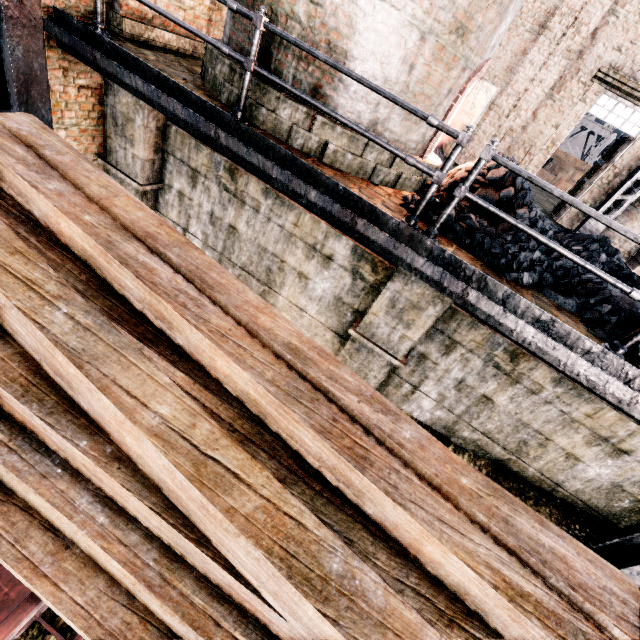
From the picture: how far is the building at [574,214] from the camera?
12.3m

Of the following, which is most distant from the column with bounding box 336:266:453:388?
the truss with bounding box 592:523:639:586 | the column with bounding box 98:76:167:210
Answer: the column with bounding box 98:76:167:210

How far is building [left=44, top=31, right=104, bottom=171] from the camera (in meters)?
5.14

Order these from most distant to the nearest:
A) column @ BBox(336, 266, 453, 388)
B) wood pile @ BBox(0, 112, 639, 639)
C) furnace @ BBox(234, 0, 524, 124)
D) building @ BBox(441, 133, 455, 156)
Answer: building @ BBox(441, 133, 455, 156) → column @ BBox(336, 266, 453, 388) → furnace @ BBox(234, 0, 524, 124) → wood pile @ BBox(0, 112, 639, 639)

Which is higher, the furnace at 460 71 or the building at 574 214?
the furnace at 460 71

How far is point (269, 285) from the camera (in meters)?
6.88

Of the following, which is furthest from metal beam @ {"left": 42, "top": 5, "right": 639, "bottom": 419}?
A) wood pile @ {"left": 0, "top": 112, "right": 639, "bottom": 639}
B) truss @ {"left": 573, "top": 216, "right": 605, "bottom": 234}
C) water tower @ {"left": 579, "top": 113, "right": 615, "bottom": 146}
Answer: water tower @ {"left": 579, "top": 113, "right": 615, "bottom": 146}

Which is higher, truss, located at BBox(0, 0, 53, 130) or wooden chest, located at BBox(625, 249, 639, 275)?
wooden chest, located at BBox(625, 249, 639, 275)
